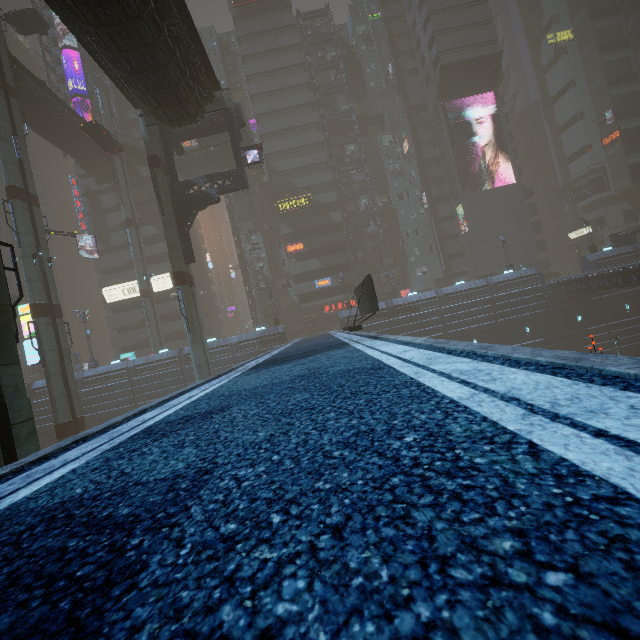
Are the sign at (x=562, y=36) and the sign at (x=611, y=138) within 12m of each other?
no

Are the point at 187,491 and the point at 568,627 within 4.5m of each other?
yes

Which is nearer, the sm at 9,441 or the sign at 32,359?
the sm at 9,441

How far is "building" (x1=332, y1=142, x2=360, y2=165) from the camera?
49.53m

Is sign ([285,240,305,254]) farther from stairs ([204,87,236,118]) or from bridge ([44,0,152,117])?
bridge ([44,0,152,117])

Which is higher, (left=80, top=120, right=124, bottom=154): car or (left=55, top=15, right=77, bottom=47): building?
(left=55, top=15, right=77, bottom=47): building

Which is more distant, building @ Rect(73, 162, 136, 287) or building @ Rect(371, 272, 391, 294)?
building @ Rect(371, 272, 391, 294)

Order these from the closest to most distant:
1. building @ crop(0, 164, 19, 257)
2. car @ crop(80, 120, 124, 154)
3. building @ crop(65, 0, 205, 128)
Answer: building @ crop(65, 0, 205, 128) → car @ crop(80, 120, 124, 154) → building @ crop(0, 164, 19, 257)
